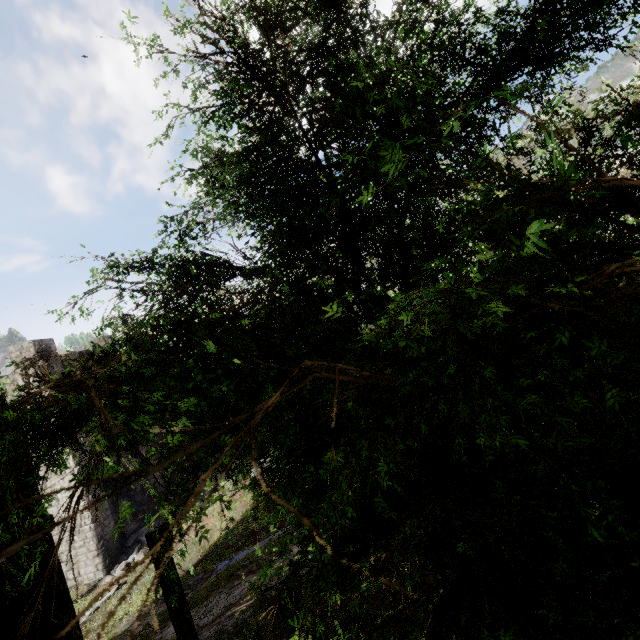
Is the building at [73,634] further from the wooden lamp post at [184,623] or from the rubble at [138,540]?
the wooden lamp post at [184,623]

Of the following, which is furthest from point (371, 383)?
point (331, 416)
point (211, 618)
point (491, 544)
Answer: point (211, 618)

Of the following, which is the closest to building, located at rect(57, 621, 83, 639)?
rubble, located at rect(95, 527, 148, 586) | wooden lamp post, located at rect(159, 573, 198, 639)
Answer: rubble, located at rect(95, 527, 148, 586)

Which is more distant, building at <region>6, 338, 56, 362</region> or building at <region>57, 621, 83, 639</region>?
building at <region>6, 338, 56, 362</region>

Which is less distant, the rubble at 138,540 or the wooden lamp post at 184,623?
the wooden lamp post at 184,623

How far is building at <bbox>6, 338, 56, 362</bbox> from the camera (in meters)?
15.84

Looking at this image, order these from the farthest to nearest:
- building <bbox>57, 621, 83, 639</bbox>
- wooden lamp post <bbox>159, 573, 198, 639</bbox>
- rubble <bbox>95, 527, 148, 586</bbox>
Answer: rubble <bbox>95, 527, 148, 586</bbox>
wooden lamp post <bbox>159, 573, 198, 639</bbox>
building <bbox>57, 621, 83, 639</bbox>
